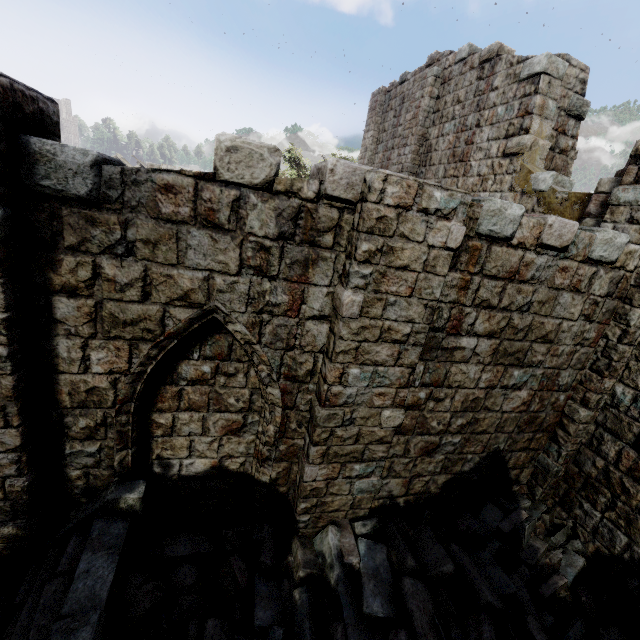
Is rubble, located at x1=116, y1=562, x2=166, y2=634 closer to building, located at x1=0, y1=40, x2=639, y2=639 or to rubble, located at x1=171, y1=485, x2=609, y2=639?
building, located at x1=0, y1=40, x2=639, y2=639

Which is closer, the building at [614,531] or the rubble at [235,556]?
the building at [614,531]

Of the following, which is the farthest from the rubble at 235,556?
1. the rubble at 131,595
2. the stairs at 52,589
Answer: the rubble at 131,595

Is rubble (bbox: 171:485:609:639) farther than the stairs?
Yes

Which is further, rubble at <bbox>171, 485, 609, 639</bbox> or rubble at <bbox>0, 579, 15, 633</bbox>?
rubble at <bbox>171, 485, 609, 639</bbox>

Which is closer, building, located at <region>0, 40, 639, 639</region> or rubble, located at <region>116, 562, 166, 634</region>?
building, located at <region>0, 40, 639, 639</region>

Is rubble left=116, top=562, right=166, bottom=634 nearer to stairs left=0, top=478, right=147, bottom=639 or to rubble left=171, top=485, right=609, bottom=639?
stairs left=0, top=478, right=147, bottom=639

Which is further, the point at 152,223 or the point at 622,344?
the point at 622,344
